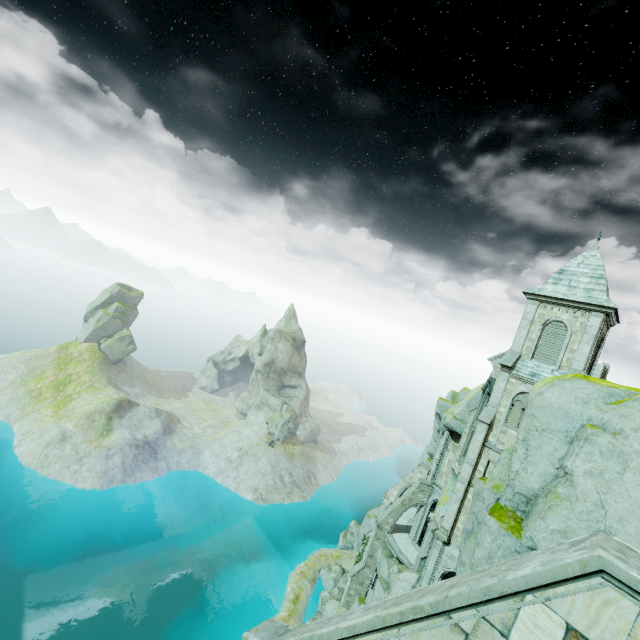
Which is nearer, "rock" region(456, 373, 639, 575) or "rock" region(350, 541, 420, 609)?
"rock" region(456, 373, 639, 575)

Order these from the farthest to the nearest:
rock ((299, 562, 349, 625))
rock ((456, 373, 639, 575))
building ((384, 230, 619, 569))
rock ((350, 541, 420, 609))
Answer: rock ((299, 562, 349, 625))
rock ((350, 541, 420, 609))
building ((384, 230, 619, 569))
rock ((456, 373, 639, 575))

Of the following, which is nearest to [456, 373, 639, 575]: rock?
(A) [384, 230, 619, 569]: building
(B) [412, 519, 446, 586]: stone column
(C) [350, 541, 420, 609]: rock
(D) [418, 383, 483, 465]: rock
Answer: (C) [350, 541, 420, 609]: rock

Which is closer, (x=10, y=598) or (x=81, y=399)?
(x=10, y=598)

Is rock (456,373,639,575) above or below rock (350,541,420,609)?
above

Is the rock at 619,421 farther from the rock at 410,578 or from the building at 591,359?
the building at 591,359

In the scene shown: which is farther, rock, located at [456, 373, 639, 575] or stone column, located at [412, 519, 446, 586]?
stone column, located at [412, 519, 446, 586]

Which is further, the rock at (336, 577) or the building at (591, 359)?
the rock at (336, 577)
